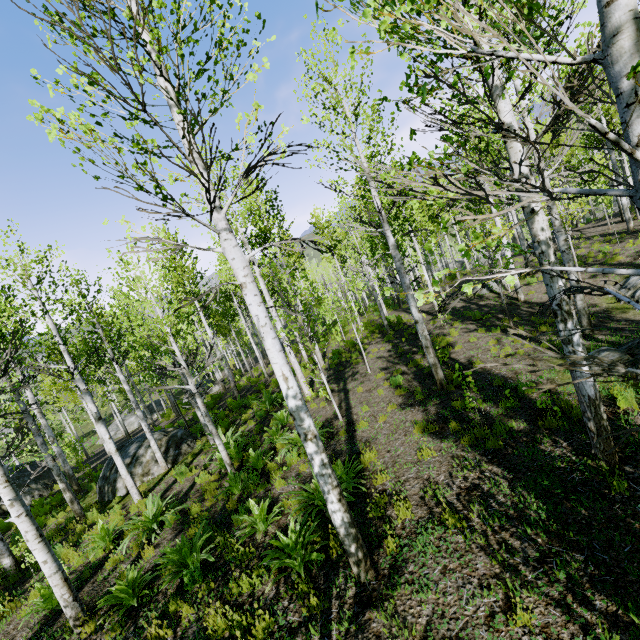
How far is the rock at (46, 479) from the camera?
17.33m

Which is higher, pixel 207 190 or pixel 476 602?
pixel 207 190

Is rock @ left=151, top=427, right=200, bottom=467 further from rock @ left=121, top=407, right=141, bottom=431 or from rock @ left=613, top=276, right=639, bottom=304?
rock @ left=121, top=407, right=141, bottom=431

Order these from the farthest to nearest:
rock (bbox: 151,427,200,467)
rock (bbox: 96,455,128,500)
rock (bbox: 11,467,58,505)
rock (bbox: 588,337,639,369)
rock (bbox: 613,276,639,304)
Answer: rock (bbox: 11,467,58,505) < rock (bbox: 151,427,200,467) < rock (bbox: 96,455,128,500) < rock (bbox: 613,276,639,304) < rock (bbox: 588,337,639,369)

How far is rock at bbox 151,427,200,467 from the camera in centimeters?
1244cm

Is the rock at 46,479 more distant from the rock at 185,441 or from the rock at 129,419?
the rock at 129,419

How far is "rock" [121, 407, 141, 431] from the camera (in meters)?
33.28
